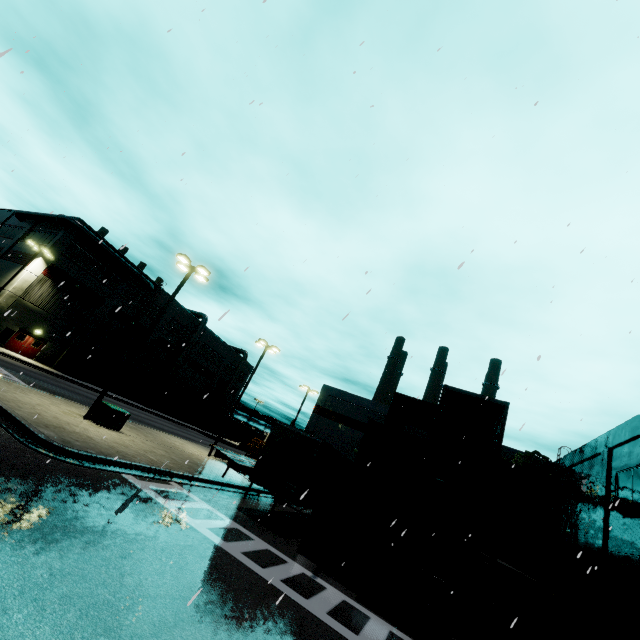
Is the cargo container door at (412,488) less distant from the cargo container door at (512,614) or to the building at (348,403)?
the cargo container door at (512,614)

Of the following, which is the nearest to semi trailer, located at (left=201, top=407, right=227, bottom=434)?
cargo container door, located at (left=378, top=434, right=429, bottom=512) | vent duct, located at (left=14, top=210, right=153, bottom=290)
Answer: vent duct, located at (left=14, top=210, right=153, bottom=290)

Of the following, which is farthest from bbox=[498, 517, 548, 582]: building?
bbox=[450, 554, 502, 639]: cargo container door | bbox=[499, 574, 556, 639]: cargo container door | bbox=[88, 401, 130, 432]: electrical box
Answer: bbox=[88, 401, 130, 432]: electrical box

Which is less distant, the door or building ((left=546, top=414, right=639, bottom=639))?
building ((left=546, top=414, right=639, bottom=639))

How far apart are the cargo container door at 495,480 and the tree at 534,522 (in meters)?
19.58

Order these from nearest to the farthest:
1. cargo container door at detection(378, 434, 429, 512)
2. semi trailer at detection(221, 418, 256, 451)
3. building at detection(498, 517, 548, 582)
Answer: cargo container door at detection(378, 434, 429, 512) < building at detection(498, 517, 548, 582) < semi trailer at detection(221, 418, 256, 451)

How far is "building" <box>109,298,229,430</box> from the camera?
44.9 meters

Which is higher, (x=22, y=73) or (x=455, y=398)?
(x=22, y=73)
